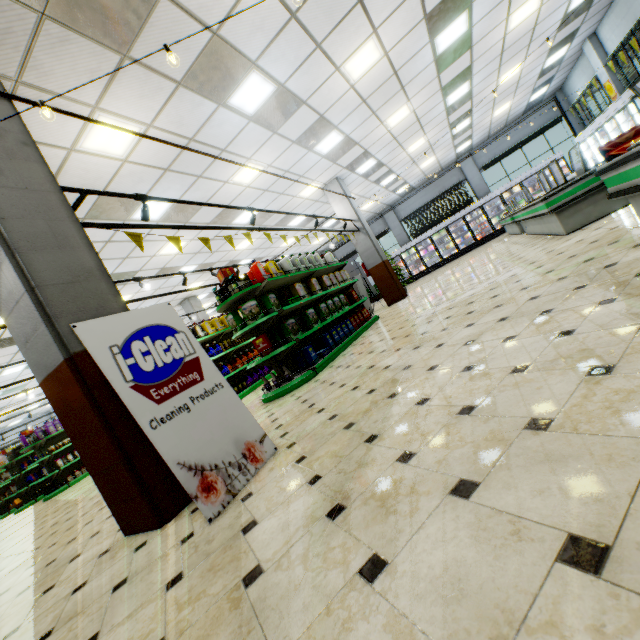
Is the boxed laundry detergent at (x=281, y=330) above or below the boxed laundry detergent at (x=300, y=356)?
above

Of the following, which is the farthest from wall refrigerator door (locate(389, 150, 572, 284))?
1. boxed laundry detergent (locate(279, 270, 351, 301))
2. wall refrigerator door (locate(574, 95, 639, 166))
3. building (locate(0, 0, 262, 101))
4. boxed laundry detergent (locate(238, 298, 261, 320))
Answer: boxed laundry detergent (locate(238, 298, 261, 320))

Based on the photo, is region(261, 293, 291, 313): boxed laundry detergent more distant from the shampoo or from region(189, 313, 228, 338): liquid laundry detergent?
the shampoo

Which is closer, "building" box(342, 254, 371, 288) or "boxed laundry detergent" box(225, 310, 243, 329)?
"boxed laundry detergent" box(225, 310, 243, 329)

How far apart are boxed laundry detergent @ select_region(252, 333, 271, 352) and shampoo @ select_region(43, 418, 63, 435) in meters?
10.7

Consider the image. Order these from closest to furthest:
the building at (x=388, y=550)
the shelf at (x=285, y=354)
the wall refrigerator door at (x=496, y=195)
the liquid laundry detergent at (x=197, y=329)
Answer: the building at (x=388, y=550), the shelf at (x=285, y=354), the liquid laundry detergent at (x=197, y=329), the wall refrigerator door at (x=496, y=195)

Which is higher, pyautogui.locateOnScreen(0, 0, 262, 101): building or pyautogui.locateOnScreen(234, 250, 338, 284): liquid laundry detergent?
pyautogui.locateOnScreen(0, 0, 262, 101): building

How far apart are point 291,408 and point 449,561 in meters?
3.3 m
